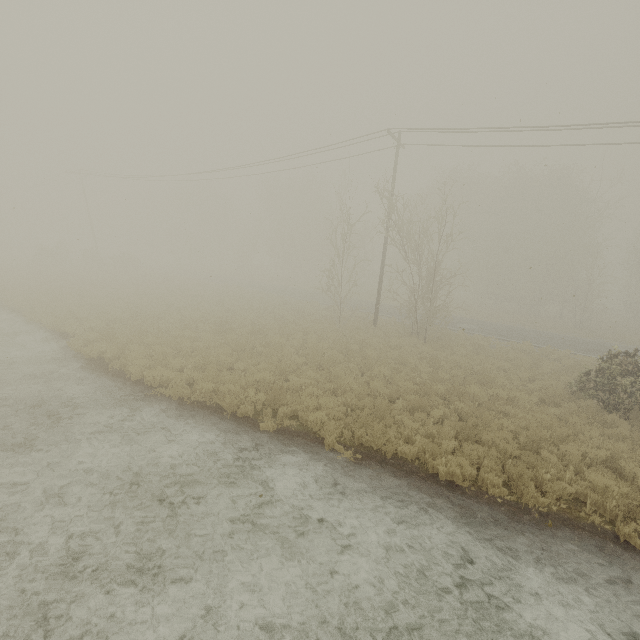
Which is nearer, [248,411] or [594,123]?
[248,411]

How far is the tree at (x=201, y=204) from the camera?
57.7m

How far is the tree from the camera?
57.72m
